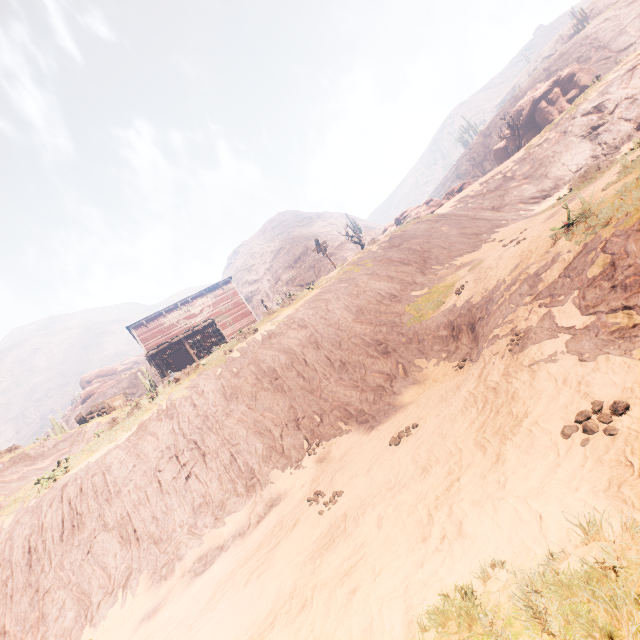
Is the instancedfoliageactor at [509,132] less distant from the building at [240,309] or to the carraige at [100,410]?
the building at [240,309]

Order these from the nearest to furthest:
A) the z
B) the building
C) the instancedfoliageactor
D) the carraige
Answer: the z < the carraige < the building < the instancedfoliageactor

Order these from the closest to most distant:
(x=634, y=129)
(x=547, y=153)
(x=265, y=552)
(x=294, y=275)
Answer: (x=265, y=552), (x=634, y=129), (x=547, y=153), (x=294, y=275)

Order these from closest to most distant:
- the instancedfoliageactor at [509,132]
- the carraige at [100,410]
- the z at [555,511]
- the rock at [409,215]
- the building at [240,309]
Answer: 1. the z at [555,511]
2. the carraige at [100,410]
3. the rock at [409,215]
4. the building at [240,309]
5. the instancedfoliageactor at [509,132]

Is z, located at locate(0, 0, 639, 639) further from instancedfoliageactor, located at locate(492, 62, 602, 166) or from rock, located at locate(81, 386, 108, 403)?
instancedfoliageactor, located at locate(492, 62, 602, 166)

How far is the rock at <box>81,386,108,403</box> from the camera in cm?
5909

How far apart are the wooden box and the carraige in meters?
0.0 m

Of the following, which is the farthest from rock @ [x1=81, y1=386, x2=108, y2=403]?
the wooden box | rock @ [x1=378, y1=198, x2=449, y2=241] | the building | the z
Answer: rock @ [x1=378, y1=198, x2=449, y2=241]
